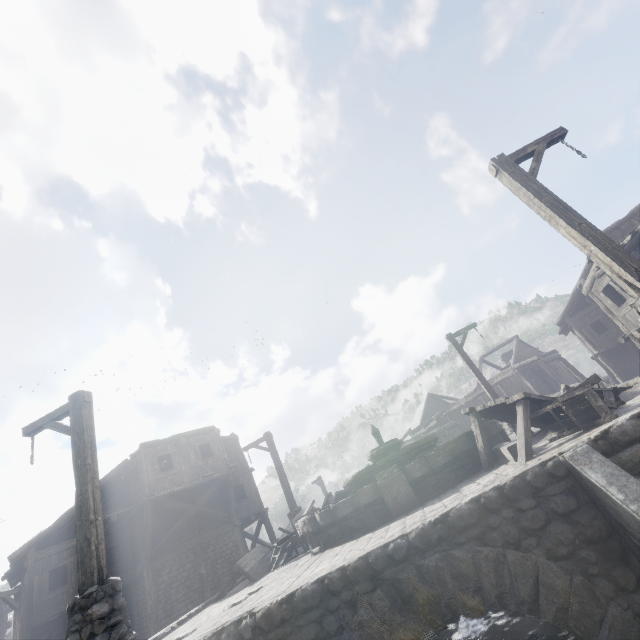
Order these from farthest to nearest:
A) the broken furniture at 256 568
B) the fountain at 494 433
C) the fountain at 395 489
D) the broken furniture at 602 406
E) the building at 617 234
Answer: the building at 617 234 < the broken furniture at 256 568 < the fountain at 494 433 < the fountain at 395 489 < the broken furniture at 602 406

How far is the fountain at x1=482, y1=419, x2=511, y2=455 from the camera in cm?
728

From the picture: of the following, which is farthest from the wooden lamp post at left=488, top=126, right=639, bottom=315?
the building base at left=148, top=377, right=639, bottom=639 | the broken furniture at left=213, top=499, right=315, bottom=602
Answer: the broken furniture at left=213, top=499, right=315, bottom=602

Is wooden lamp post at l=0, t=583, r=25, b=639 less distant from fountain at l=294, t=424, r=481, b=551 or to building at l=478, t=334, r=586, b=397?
building at l=478, t=334, r=586, b=397

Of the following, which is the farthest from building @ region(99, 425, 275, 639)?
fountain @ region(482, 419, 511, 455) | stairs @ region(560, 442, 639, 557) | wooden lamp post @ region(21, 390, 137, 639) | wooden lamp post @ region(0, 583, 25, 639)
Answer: fountain @ region(482, 419, 511, 455)

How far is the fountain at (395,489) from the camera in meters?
6.4

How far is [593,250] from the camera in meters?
5.3 m

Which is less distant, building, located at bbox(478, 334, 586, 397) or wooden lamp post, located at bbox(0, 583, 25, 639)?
wooden lamp post, located at bbox(0, 583, 25, 639)
